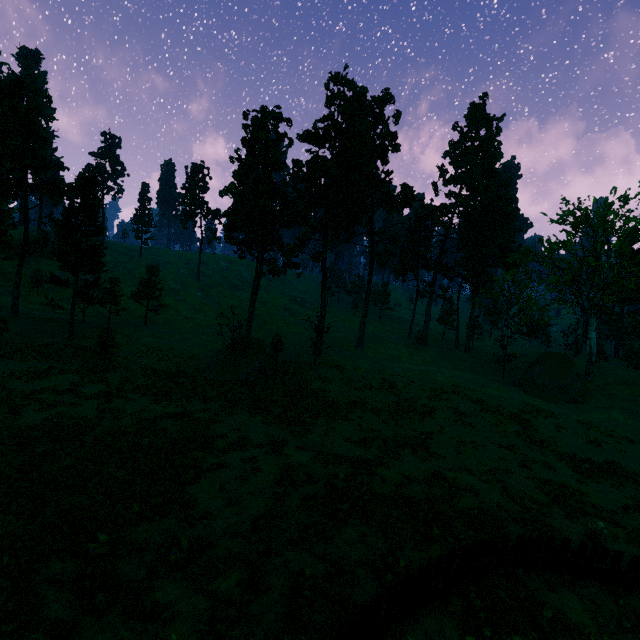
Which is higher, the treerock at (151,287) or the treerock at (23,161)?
the treerock at (23,161)

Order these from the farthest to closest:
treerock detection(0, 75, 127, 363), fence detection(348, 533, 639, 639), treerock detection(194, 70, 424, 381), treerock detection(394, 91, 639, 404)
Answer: treerock detection(394, 91, 639, 404), treerock detection(194, 70, 424, 381), treerock detection(0, 75, 127, 363), fence detection(348, 533, 639, 639)

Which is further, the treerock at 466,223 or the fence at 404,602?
the treerock at 466,223

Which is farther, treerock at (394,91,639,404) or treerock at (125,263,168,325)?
treerock at (125,263,168,325)

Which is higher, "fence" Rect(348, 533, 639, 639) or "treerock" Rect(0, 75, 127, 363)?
"treerock" Rect(0, 75, 127, 363)

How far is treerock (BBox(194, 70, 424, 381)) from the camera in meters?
35.3 m

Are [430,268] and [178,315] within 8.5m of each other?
no
